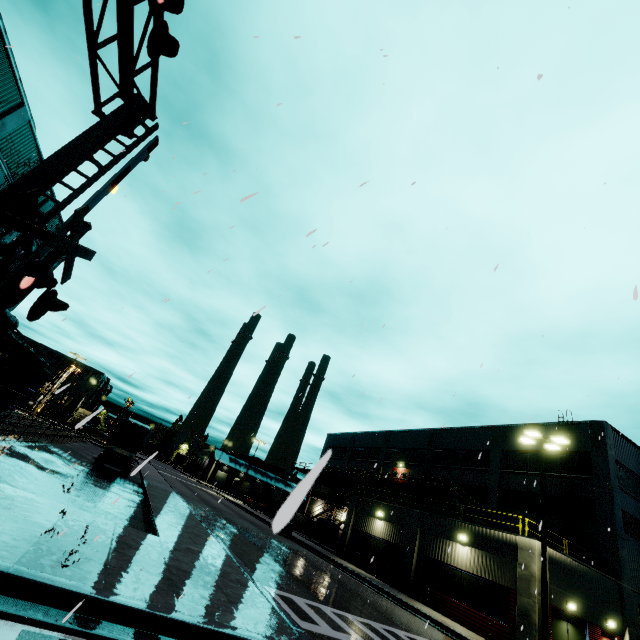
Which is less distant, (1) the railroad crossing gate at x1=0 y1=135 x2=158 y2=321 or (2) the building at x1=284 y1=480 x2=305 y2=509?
(2) the building at x1=284 y1=480 x2=305 y2=509

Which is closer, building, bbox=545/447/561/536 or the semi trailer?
the semi trailer

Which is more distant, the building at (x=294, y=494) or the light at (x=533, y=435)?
the light at (x=533, y=435)

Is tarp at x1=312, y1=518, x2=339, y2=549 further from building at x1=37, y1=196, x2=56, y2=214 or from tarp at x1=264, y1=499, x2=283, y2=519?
tarp at x1=264, y1=499, x2=283, y2=519

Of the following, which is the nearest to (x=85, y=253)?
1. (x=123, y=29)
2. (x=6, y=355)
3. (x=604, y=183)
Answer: (x=123, y=29)

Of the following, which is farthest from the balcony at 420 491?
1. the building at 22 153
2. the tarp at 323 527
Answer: the tarp at 323 527

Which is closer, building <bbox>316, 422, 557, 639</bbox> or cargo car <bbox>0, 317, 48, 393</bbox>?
building <bbox>316, 422, 557, 639</bbox>

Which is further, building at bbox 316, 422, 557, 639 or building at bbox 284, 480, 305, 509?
building at bbox 316, 422, 557, 639
